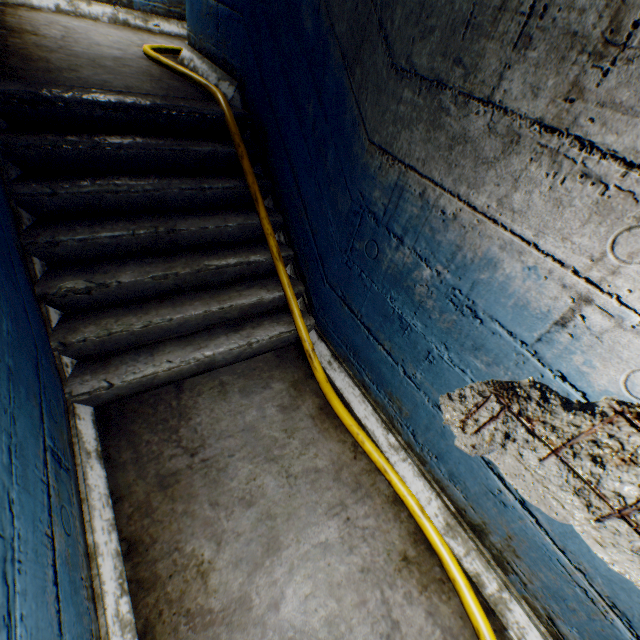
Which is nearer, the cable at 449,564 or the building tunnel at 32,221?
the building tunnel at 32,221

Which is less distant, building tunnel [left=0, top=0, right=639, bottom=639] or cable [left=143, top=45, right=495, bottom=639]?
building tunnel [left=0, top=0, right=639, bottom=639]

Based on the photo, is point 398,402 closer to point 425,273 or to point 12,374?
point 425,273
